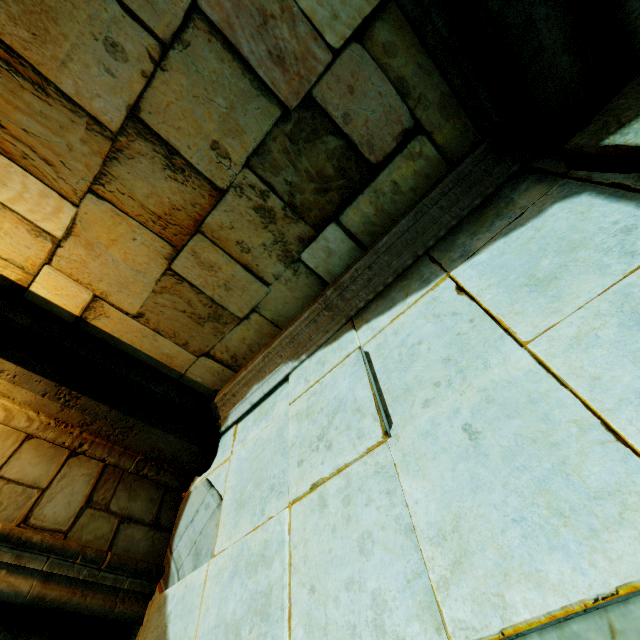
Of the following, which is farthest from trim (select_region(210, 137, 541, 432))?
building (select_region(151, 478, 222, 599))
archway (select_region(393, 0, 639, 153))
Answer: building (select_region(151, 478, 222, 599))

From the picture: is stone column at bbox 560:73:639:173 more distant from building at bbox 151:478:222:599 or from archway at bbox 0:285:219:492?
building at bbox 151:478:222:599

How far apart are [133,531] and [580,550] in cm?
311

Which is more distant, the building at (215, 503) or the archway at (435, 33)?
the building at (215, 503)

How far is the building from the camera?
2.4m

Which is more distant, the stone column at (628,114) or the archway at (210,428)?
the archway at (210,428)

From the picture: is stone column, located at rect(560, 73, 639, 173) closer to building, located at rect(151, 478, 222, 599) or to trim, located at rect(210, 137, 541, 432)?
trim, located at rect(210, 137, 541, 432)

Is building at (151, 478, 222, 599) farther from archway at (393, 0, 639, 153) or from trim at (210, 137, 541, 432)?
trim at (210, 137, 541, 432)
